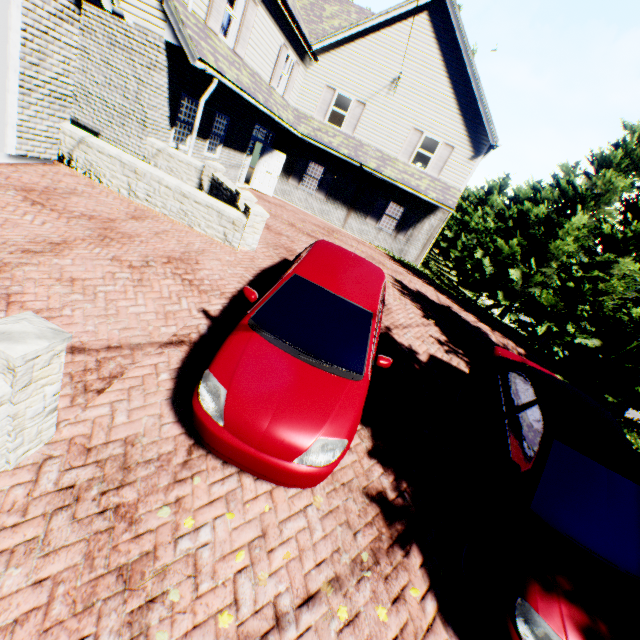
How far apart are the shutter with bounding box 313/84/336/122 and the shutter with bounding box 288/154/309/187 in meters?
1.8 m

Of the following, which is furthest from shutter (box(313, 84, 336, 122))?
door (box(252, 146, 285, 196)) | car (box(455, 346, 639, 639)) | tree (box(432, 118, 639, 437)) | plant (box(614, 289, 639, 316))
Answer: plant (box(614, 289, 639, 316))

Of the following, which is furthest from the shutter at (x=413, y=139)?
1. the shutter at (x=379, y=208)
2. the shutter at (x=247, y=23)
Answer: the shutter at (x=247, y=23)

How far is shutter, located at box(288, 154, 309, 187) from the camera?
17.9 meters

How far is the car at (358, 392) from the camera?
3.3 meters

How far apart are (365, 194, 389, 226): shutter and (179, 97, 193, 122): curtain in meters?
10.3 m

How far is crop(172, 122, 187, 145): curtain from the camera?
10.8m

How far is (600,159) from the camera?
16.47m
